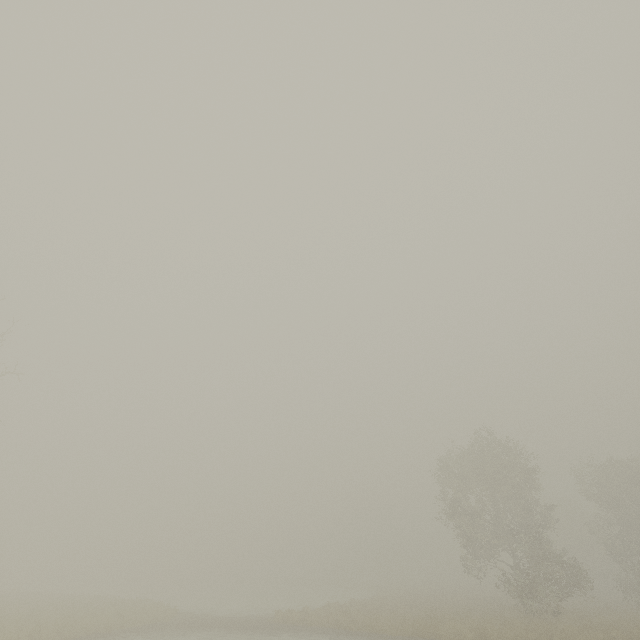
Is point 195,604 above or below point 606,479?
below
